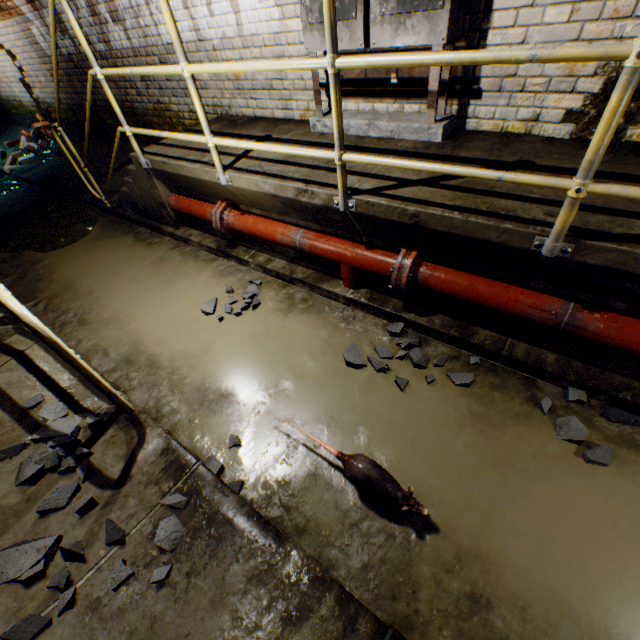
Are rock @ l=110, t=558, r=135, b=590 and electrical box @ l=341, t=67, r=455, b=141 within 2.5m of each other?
no

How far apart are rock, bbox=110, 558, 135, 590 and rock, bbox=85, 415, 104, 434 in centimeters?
17cm

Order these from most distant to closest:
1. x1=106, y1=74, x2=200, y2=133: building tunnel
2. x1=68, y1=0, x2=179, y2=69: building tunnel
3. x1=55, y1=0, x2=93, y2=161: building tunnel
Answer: x1=55, y1=0, x2=93, y2=161: building tunnel, x1=106, y1=74, x2=200, y2=133: building tunnel, x1=68, y1=0, x2=179, y2=69: building tunnel

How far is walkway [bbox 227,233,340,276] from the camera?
2.9m

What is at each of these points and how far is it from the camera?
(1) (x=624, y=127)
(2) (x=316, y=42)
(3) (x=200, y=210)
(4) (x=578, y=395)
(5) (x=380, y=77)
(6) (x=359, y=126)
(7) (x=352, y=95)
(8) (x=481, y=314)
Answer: (1) building tunnel, 2.2m
(2) electrical box, 2.7m
(3) pipe, 3.4m
(4) rock, 2.0m
(5) building tunnel, 2.9m
(6) electrical box, 2.9m
(7) building tunnel, 3.1m
(8) walkway, 2.3m

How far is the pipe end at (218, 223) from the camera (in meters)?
3.20

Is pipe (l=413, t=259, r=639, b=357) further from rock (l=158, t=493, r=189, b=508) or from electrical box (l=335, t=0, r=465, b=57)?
rock (l=158, t=493, r=189, b=508)

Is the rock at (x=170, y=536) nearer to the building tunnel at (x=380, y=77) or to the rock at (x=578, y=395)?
the building tunnel at (x=380, y=77)
